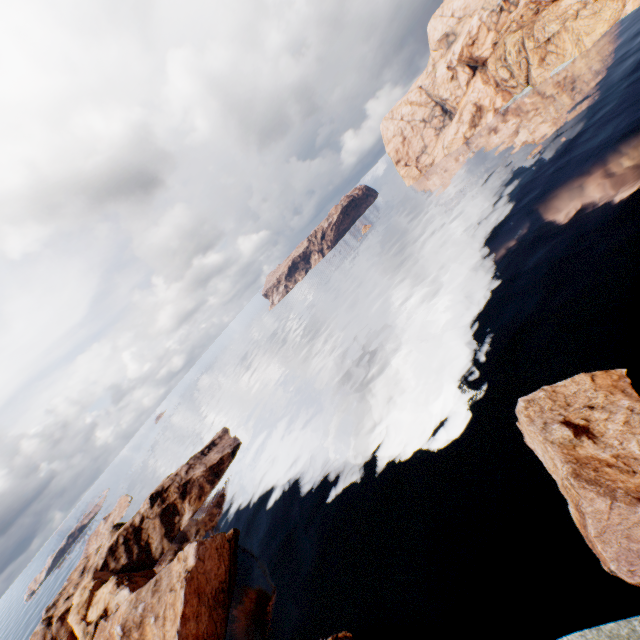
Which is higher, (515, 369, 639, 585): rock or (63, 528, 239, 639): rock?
(63, 528, 239, 639): rock

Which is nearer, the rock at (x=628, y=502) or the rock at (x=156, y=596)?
the rock at (x=628, y=502)

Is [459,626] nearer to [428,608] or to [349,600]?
[428,608]

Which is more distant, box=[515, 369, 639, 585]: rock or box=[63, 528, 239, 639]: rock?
box=[63, 528, 239, 639]: rock

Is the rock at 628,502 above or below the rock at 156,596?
below
